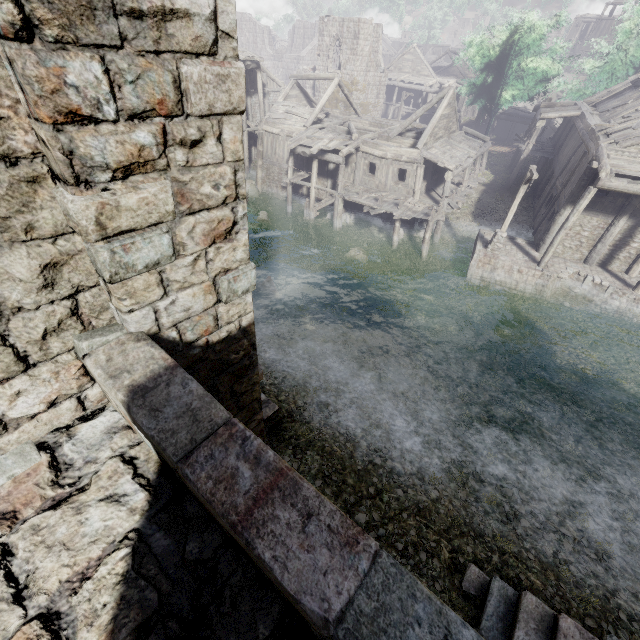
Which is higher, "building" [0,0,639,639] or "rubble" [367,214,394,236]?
"building" [0,0,639,639]

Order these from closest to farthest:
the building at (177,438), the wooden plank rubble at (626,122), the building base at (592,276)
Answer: the building at (177,438), the wooden plank rubble at (626,122), the building base at (592,276)

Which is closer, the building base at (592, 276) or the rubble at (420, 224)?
the building base at (592, 276)

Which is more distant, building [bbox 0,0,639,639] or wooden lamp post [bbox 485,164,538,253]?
wooden lamp post [bbox 485,164,538,253]

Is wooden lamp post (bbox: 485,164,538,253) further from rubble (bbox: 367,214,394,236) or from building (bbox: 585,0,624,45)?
rubble (bbox: 367,214,394,236)

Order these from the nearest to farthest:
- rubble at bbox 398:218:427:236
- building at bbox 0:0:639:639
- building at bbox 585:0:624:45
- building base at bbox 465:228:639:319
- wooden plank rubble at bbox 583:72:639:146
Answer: building at bbox 0:0:639:639 < wooden plank rubble at bbox 583:72:639:146 < building base at bbox 465:228:639:319 < rubble at bbox 398:218:427:236 < building at bbox 585:0:624:45

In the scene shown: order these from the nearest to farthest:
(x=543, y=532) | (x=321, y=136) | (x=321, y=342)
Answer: (x=543, y=532)
(x=321, y=342)
(x=321, y=136)
